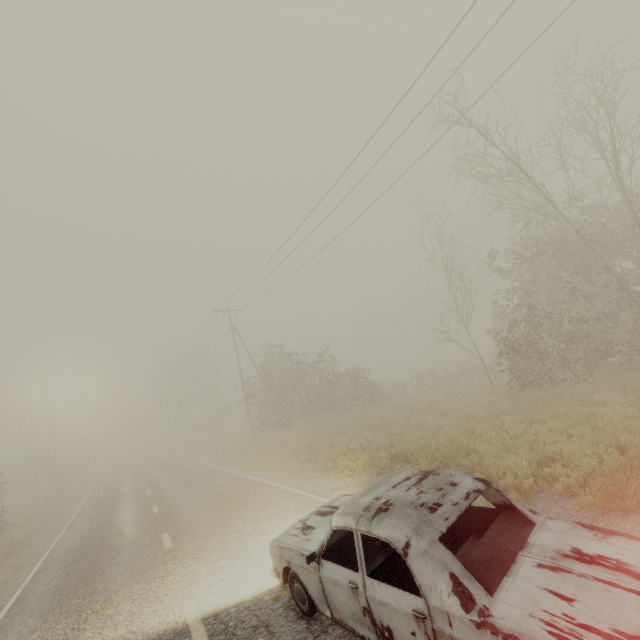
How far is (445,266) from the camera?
17.2m

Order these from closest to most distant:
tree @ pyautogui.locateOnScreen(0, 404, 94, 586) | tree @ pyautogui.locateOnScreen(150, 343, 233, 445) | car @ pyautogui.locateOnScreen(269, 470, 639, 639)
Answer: car @ pyautogui.locateOnScreen(269, 470, 639, 639), tree @ pyautogui.locateOnScreen(0, 404, 94, 586), tree @ pyautogui.locateOnScreen(150, 343, 233, 445)

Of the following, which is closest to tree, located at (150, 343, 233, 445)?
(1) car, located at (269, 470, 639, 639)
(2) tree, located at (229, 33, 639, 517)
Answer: (1) car, located at (269, 470, 639, 639)

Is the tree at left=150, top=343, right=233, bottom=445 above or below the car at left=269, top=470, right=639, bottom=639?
above

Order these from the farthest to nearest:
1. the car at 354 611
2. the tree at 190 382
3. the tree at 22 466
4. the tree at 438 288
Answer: the tree at 190 382, the tree at 22 466, the tree at 438 288, the car at 354 611

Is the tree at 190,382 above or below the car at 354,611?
above

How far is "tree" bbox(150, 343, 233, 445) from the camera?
48.6 meters

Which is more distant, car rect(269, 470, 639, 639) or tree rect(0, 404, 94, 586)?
tree rect(0, 404, 94, 586)
